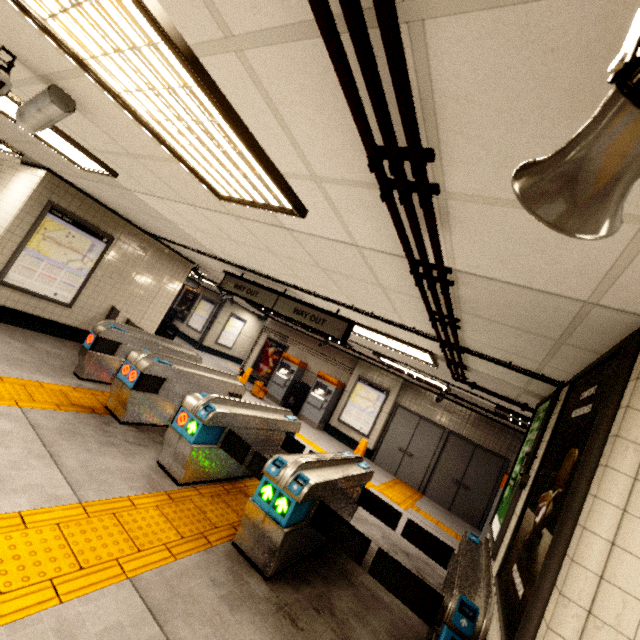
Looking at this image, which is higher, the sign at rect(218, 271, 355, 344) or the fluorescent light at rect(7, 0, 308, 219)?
the fluorescent light at rect(7, 0, 308, 219)

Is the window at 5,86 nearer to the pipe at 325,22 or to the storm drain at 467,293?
the storm drain at 467,293

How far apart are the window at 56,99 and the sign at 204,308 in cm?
1405

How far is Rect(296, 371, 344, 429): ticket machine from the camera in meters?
11.4 m

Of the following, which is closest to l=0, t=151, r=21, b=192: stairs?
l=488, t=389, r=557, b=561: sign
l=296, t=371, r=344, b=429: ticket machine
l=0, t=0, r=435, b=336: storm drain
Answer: l=0, t=0, r=435, b=336: storm drain

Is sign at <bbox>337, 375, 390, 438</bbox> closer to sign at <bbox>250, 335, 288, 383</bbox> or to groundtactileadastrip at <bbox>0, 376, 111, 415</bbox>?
groundtactileadastrip at <bbox>0, 376, 111, 415</bbox>

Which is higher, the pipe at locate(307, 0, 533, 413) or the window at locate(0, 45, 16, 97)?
the pipe at locate(307, 0, 533, 413)

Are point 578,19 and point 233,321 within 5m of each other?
no
